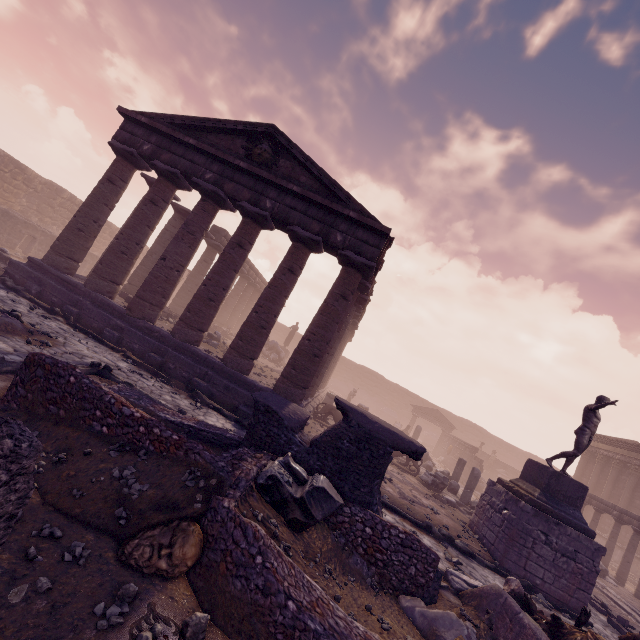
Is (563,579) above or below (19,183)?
below

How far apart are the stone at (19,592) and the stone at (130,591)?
0.4 meters

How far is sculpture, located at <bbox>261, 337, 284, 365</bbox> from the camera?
25.0 meters

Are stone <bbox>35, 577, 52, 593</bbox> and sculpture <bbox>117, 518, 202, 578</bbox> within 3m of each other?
yes

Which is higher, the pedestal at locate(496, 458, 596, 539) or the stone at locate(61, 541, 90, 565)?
the pedestal at locate(496, 458, 596, 539)

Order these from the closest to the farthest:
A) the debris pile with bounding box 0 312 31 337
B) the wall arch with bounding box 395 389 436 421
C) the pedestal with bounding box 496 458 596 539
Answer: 1. the debris pile with bounding box 0 312 31 337
2. the pedestal with bounding box 496 458 596 539
3. the wall arch with bounding box 395 389 436 421

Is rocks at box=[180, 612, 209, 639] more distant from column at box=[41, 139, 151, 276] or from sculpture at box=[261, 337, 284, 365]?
sculpture at box=[261, 337, 284, 365]

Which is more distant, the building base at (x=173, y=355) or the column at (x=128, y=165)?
the column at (x=128, y=165)
